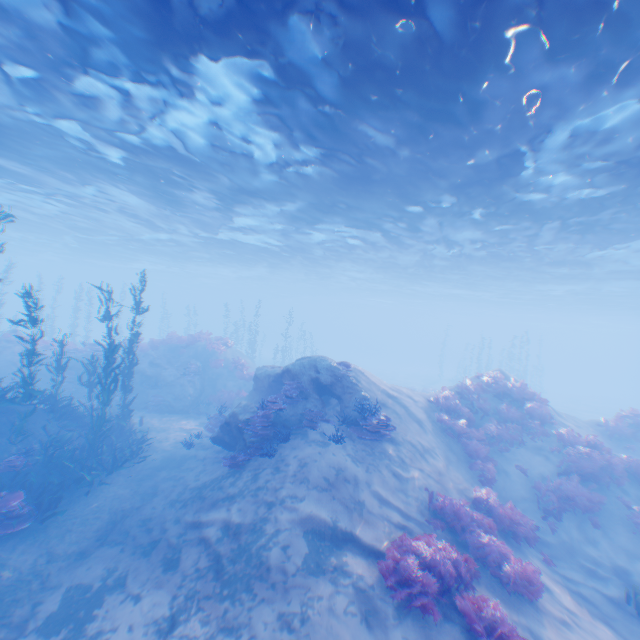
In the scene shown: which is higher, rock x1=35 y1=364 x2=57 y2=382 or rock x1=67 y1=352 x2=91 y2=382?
rock x1=67 y1=352 x2=91 y2=382

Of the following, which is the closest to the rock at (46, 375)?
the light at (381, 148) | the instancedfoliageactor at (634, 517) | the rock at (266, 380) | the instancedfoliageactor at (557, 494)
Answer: the rock at (266, 380)

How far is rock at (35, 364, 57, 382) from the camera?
19.8 meters

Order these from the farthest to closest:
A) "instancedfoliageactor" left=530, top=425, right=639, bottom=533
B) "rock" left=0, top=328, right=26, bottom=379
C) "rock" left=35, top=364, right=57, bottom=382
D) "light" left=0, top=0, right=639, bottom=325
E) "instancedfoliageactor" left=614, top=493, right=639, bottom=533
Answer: "rock" left=35, top=364, right=57, bottom=382, "rock" left=0, top=328, right=26, bottom=379, "instancedfoliageactor" left=530, top=425, right=639, bottom=533, "instancedfoliageactor" left=614, top=493, right=639, bottom=533, "light" left=0, top=0, right=639, bottom=325

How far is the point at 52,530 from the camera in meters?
8.8

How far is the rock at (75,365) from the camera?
19.84m
